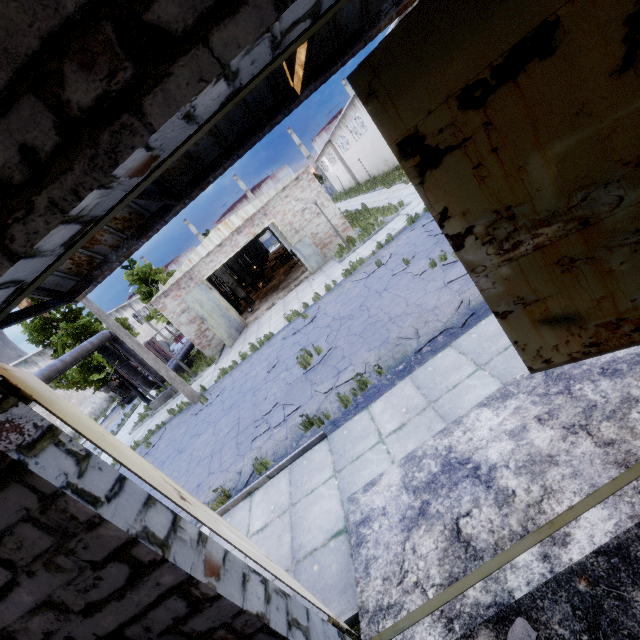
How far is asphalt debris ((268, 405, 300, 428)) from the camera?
8.05m

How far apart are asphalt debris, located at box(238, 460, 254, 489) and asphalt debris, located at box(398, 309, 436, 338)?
4.3 meters

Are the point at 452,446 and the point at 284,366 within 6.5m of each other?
no

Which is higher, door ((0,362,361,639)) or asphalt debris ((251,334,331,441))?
door ((0,362,361,639))

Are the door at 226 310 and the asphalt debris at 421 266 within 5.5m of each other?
no

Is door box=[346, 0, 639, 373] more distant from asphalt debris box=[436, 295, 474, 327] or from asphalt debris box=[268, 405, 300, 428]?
asphalt debris box=[268, 405, 300, 428]

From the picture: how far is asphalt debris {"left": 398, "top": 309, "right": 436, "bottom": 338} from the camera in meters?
7.1

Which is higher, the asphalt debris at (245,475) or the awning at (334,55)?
the awning at (334,55)
